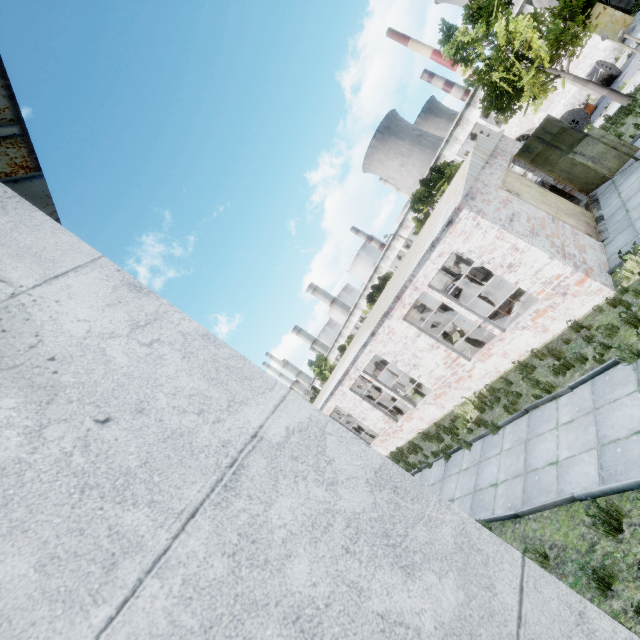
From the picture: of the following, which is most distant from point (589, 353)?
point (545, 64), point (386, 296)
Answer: point (545, 64)

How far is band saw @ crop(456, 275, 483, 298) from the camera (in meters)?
22.20

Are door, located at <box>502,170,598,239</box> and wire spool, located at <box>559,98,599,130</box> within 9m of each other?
no

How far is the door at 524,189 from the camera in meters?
11.8

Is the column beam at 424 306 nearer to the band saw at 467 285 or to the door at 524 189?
the band saw at 467 285

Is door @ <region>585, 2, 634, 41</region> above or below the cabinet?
above

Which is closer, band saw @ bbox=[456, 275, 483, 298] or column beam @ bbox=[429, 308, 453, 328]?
column beam @ bbox=[429, 308, 453, 328]

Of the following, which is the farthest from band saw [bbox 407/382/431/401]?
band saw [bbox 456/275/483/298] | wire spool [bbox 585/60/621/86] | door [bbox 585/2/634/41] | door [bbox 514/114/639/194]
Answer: door [bbox 585/2/634/41]
